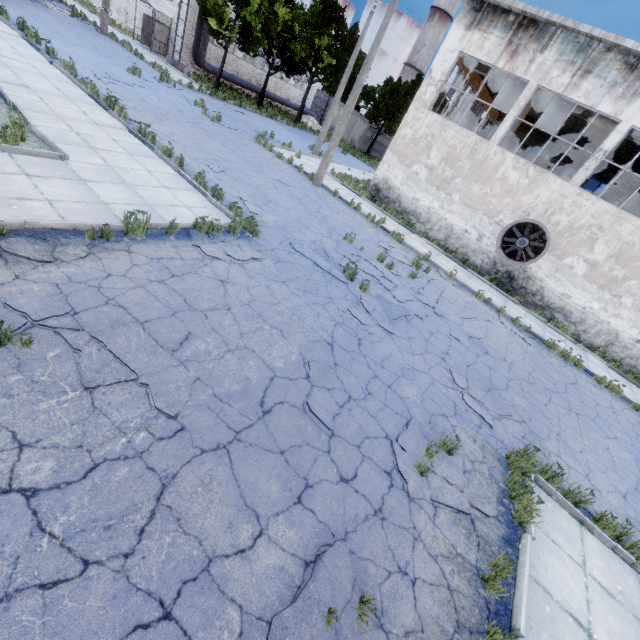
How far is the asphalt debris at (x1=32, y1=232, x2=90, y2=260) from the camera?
5.36m

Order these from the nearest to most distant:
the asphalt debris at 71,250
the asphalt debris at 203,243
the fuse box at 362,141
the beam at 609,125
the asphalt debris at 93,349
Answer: the asphalt debris at 93,349
the asphalt debris at 71,250
the asphalt debris at 203,243
the beam at 609,125
the fuse box at 362,141

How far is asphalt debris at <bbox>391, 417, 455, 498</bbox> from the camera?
4.8m

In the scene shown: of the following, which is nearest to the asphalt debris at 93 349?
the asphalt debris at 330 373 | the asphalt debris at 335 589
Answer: the asphalt debris at 330 373

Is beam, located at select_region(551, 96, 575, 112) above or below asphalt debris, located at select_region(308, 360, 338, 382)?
above

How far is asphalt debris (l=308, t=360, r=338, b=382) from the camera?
5.7 meters

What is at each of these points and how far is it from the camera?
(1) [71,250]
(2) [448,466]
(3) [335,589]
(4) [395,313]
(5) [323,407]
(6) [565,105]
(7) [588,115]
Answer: (1) asphalt debris, 5.4 meters
(2) asphalt debris, 5.4 meters
(3) asphalt debris, 3.3 meters
(4) asphalt debris, 8.9 meters
(5) asphalt debris, 5.2 meters
(6) beam, 15.9 meters
(7) beam, 15.5 meters

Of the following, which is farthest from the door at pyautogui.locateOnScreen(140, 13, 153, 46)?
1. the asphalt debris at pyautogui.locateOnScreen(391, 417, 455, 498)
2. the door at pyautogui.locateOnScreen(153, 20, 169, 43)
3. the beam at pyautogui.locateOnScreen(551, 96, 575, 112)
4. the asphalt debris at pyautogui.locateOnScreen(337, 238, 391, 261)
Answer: the asphalt debris at pyautogui.locateOnScreen(391, 417, 455, 498)
